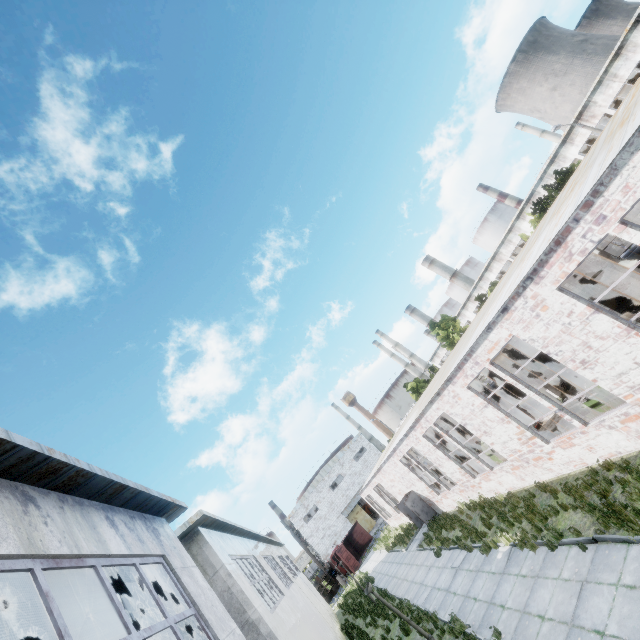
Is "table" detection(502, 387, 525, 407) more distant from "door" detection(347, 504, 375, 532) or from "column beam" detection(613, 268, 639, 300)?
"door" detection(347, 504, 375, 532)

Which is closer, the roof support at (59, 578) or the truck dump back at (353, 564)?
the roof support at (59, 578)

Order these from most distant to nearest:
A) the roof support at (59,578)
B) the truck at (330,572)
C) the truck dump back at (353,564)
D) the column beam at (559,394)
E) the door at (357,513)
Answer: the door at (357,513)
the truck at (330,572)
the truck dump back at (353,564)
the column beam at (559,394)
the roof support at (59,578)

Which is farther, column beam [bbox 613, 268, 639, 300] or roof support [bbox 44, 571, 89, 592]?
column beam [bbox 613, 268, 639, 300]

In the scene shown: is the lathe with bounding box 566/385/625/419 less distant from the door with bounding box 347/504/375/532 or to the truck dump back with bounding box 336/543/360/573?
the truck dump back with bounding box 336/543/360/573

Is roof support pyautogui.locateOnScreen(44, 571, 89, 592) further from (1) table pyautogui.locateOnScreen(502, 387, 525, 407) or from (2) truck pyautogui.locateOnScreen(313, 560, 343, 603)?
(2) truck pyautogui.locateOnScreen(313, 560, 343, 603)

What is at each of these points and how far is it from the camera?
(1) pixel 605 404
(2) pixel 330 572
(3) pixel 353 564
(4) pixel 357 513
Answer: (1) lathe, 10.0 meters
(2) truck, 43.4 meters
(3) truck dump back, 38.2 meters
(4) door, 51.8 meters

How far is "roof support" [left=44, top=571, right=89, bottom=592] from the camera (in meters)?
4.95
